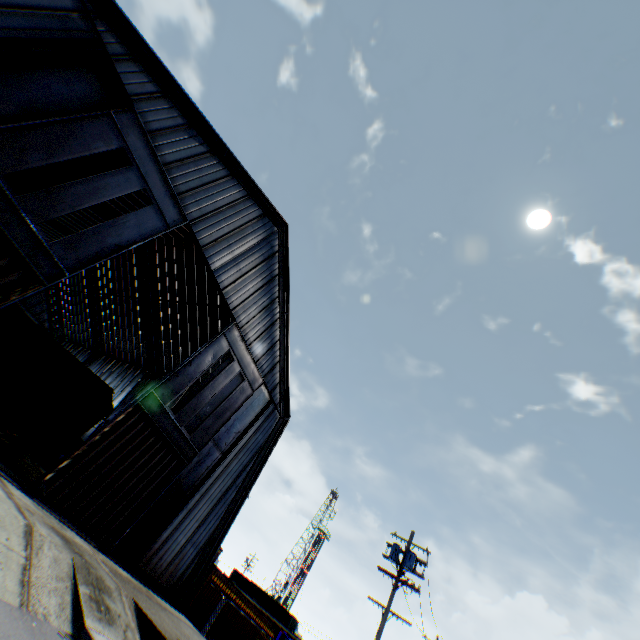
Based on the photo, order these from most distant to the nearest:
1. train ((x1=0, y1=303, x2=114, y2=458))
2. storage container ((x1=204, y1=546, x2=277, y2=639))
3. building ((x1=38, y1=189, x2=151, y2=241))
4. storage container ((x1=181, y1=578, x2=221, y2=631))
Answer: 1. building ((x1=38, y1=189, x2=151, y2=241))
2. storage container ((x1=204, y1=546, x2=277, y2=639))
3. storage container ((x1=181, y1=578, x2=221, y2=631))
4. train ((x1=0, y1=303, x2=114, y2=458))

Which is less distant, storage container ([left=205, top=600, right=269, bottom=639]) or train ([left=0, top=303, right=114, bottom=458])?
train ([left=0, top=303, right=114, bottom=458])

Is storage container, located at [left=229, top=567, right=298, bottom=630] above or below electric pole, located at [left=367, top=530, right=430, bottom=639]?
below

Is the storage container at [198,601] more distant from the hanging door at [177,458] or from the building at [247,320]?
the hanging door at [177,458]

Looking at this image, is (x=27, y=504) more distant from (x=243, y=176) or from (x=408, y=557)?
(x=408, y=557)

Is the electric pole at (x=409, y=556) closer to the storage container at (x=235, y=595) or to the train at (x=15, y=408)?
the storage container at (x=235, y=595)

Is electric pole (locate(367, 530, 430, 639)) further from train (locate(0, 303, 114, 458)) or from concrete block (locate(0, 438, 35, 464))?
concrete block (locate(0, 438, 35, 464))

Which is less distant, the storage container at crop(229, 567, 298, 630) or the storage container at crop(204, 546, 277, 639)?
the storage container at crop(204, 546, 277, 639)
